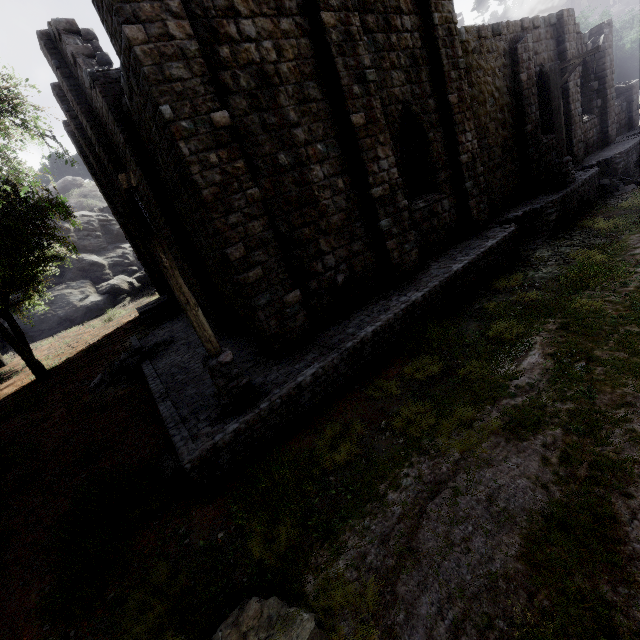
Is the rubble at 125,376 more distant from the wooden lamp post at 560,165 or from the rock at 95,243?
the rock at 95,243

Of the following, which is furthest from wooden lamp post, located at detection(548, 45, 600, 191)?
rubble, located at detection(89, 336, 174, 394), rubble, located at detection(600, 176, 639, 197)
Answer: rubble, located at detection(89, 336, 174, 394)

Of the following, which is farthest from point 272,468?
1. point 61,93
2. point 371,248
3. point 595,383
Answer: point 61,93

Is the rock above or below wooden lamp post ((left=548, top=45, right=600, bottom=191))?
above

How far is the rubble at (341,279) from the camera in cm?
938

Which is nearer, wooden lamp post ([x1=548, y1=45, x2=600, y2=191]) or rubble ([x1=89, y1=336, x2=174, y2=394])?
wooden lamp post ([x1=548, y1=45, x2=600, y2=191])

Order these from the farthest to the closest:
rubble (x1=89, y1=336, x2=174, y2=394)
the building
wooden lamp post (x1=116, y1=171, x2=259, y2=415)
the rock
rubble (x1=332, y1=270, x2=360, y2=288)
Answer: the rock
rubble (x1=89, y1=336, x2=174, y2=394)
rubble (x1=332, y1=270, x2=360, y2=288)
the building
wooden lamp post (x1=116, y1=171, x2=259, y2=415)

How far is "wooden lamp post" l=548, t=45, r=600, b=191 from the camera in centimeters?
1211cm
